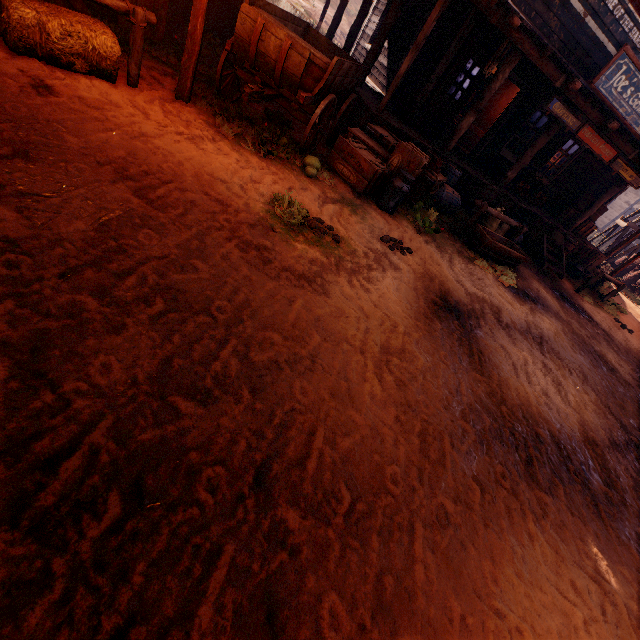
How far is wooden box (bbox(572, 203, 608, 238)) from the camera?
12.0 meters

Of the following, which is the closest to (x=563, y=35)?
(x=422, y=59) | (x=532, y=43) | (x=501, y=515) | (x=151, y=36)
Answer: (x=532, y=43)

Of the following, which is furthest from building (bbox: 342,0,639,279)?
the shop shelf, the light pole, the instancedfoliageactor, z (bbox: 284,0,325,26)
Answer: the instancedfoliageactor

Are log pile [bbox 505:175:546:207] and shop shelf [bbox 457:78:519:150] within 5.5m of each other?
yes

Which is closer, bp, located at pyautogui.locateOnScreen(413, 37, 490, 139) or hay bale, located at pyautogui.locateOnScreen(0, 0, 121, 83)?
hay bale, located at pyautogui.locateOnScreen(0, 0, 121, 83)

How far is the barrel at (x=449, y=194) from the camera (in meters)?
7.98

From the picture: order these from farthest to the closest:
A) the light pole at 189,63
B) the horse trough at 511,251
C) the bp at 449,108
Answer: the bp at 449,108, the horse trough at 511,251, the light pole at 189,63

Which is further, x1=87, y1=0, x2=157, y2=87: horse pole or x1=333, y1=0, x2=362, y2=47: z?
x1=333, y1=0, x2=362, y2=47: z
